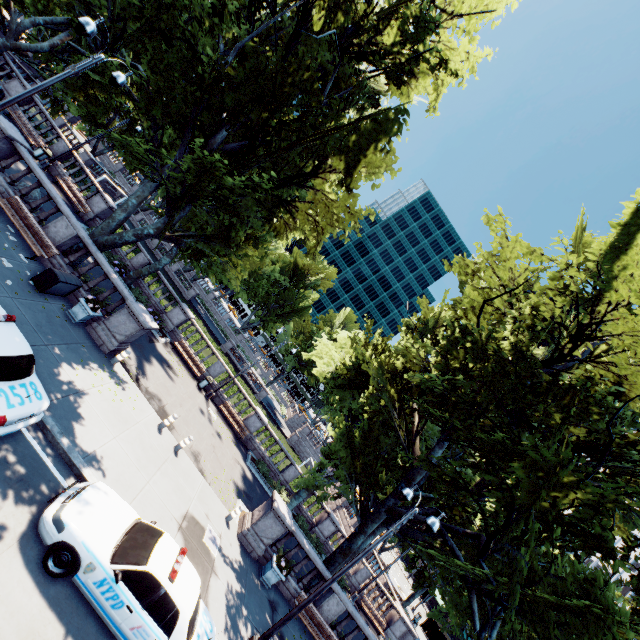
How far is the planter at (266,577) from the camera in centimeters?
1367cm

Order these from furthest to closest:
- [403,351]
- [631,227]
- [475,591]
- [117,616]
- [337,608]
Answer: [403,351] < [337,608] < [475,591] < [631,227] < [117,616]

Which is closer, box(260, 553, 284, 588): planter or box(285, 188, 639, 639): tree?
box(285, 188, 639, 639): tree

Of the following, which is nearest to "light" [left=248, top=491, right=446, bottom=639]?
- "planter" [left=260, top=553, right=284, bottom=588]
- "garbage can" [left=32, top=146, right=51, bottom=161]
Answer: "planter" [left=260, top=553, right=284, bottom=588]

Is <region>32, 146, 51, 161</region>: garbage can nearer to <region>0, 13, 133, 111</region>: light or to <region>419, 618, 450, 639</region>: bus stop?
<region>0, 13, 133, 111</region>: light

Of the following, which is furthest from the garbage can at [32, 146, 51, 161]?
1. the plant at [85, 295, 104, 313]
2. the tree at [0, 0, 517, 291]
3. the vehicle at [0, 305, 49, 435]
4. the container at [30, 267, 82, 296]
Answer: the vehicle at [0, 305, 49, 435]

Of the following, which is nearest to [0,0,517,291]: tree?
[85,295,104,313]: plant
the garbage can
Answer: [85,295,104,313]: plant

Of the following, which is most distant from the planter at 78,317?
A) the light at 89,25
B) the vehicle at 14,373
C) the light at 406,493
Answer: the light at 406,493
